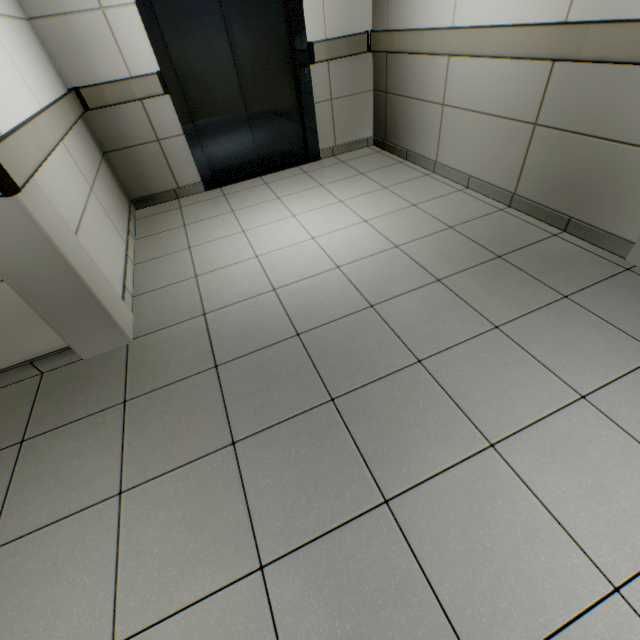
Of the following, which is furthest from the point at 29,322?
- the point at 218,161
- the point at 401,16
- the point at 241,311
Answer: the point at 401,16
